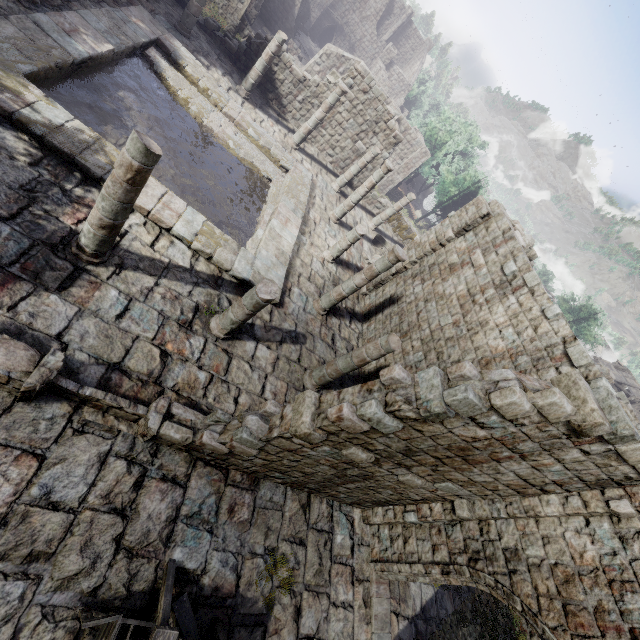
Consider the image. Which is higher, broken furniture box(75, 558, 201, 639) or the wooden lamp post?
broken furniture box(75, 558, 201, 639)

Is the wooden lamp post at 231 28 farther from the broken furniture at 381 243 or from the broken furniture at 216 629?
the broken furniture at 216 629

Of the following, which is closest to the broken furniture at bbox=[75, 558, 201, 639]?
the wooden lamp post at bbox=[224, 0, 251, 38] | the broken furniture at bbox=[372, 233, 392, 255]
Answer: the broken furniture at bbox=[372, 233, 392, 255]

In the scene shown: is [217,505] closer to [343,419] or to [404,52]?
[343,419]

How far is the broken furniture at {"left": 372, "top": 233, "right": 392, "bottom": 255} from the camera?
20.1m

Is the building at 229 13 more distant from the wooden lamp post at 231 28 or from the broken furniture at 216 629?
the wooden lamp post at 231 28

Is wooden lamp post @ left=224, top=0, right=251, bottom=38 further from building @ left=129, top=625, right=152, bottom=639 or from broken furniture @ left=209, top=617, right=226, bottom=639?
broken furniture @ left=209, top=617, right=226, bottom=639
